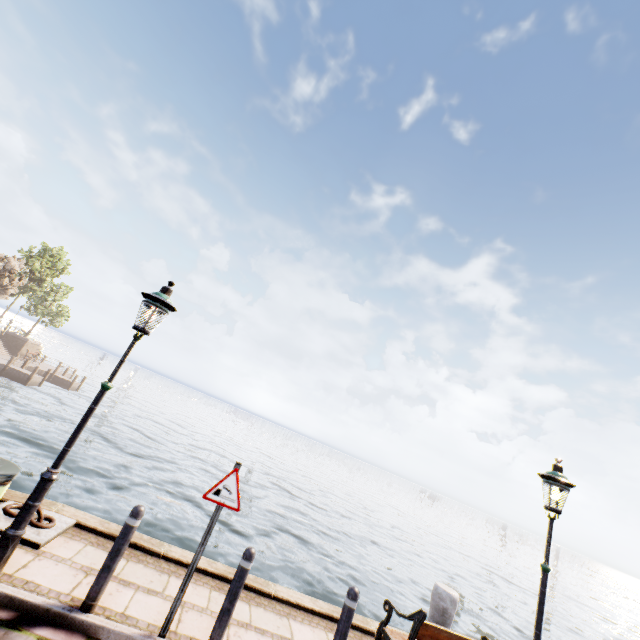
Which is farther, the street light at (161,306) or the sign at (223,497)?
the sign at (223,497)

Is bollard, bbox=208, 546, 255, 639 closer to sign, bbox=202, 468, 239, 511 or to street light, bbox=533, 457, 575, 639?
sign, bbox=202, 468, 239, 511

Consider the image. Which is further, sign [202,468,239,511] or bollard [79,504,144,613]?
sign [202,468,239,511]

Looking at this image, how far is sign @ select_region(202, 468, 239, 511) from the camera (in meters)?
4.15

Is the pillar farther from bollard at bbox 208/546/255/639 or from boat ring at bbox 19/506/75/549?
boat ring at bbox 19/506/75/549

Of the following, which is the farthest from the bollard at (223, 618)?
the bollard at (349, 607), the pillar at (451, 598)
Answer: the pillar at (451, 598)

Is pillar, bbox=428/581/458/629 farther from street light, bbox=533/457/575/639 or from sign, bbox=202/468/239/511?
sign, bbox=202/468/239/511

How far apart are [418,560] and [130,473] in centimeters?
2160cm
